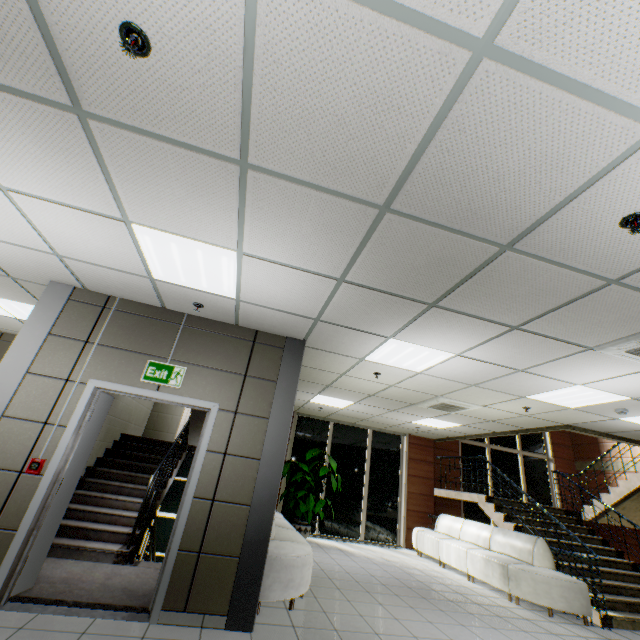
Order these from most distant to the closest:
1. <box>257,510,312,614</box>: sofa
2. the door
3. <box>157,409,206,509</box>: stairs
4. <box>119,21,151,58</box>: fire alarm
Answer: <box>157,409,206,509</box>: stairs < <box>257,510,312,614</box>: sofa < the door < <box>119,21,151,58</box>: fire alarm

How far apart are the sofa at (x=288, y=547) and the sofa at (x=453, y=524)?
3.98m

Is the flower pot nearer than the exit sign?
No

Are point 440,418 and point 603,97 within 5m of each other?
no

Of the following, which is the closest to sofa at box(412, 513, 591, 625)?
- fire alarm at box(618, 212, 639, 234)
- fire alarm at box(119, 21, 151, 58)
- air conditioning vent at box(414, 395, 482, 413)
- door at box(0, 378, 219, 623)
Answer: air conditioning vent at box(414, 395, 482, 413)

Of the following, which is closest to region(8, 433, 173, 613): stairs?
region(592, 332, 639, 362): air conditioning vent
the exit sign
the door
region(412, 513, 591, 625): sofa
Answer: the door

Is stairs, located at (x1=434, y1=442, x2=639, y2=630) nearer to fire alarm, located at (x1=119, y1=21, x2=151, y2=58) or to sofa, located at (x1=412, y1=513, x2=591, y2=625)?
sofa, located at (x1=412, y1=513, x2=591, y2=625)

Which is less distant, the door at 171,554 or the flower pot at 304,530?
the door at 171,554
